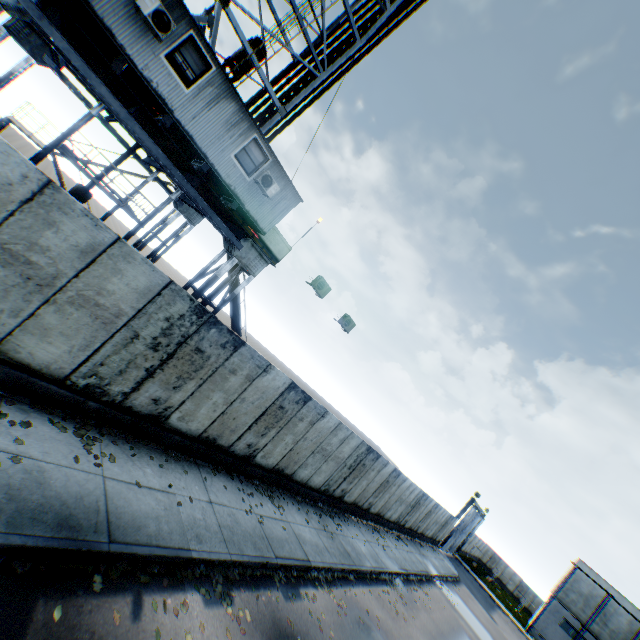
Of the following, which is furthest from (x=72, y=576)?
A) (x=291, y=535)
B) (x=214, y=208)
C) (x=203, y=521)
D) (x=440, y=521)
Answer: (x=440, y=521)

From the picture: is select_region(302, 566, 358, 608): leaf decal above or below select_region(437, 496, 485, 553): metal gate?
below

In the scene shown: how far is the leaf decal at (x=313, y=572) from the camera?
9.5 meters

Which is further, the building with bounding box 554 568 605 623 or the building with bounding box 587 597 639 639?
the building with bounding box 554 568 605 623

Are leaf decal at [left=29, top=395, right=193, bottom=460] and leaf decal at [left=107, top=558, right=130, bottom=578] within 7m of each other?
yes

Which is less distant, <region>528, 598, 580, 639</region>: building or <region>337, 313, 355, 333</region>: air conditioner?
<region>337, 313, 355, 333</region>: air conditioner

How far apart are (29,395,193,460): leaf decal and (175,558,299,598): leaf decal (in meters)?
2.18

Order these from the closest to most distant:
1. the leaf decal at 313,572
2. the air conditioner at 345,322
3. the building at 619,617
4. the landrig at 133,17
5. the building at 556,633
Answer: the landrig at 133,17, the leaf decal at 313,572, the air conditioner at 345,322, the building at 619,617, the building at 556,633
